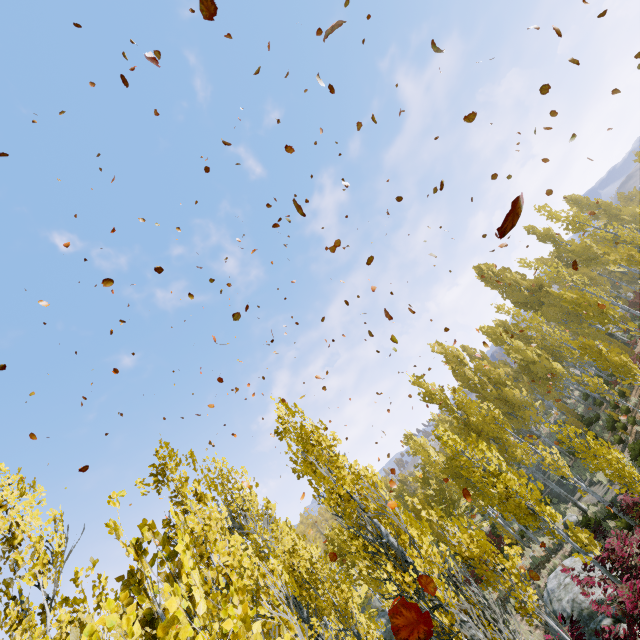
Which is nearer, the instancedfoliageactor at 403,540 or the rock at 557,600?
the instancedfoliageactor at 403,540

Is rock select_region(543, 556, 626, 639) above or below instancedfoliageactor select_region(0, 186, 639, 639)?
below

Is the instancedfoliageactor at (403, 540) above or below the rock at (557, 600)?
above

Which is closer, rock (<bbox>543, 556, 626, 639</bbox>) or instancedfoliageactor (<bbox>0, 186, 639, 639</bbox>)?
instancedfoliageactor (<bbox>0, 186, 639, 639</bbox>)

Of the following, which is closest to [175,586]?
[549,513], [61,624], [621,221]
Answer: [61,624]
